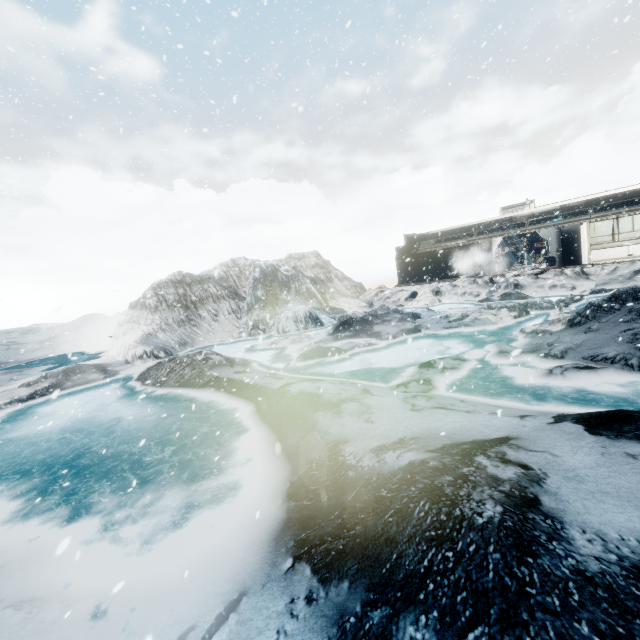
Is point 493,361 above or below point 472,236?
below
